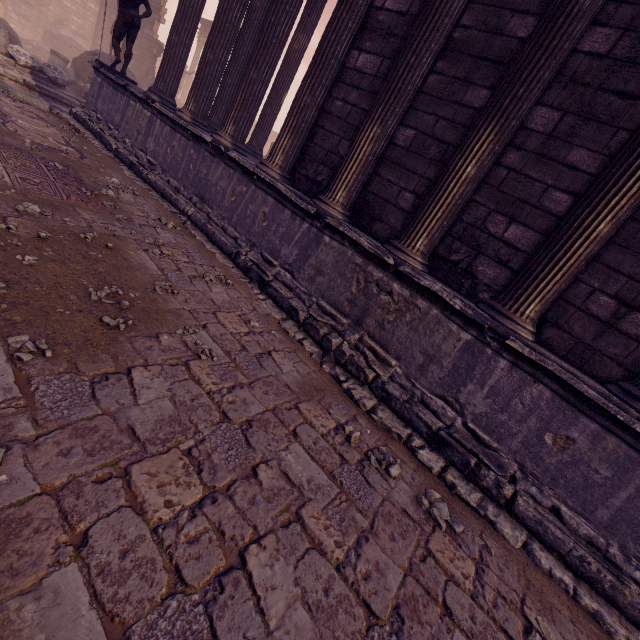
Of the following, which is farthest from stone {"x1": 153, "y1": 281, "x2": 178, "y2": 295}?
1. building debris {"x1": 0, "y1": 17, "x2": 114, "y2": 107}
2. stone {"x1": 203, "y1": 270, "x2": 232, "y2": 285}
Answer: building debris {"x1": 0, "y1": 17, "x2": 114, "y2": 107}

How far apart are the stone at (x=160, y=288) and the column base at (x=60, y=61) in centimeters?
1765cm

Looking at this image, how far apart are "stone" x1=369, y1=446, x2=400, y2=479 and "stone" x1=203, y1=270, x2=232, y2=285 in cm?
291

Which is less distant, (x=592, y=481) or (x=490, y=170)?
(x=592, y=481)

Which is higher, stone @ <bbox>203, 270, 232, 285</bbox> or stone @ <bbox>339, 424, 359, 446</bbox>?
stone @ <bbox>203, 270, 232, 285</bbox>

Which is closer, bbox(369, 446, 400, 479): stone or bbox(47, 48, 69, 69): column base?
bbox(369, 446, 400, 479): stone

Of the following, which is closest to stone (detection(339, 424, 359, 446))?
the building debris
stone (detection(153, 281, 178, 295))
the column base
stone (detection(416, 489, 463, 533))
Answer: stone (detection(416, 489, 463, 533))

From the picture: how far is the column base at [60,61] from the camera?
13.80m
